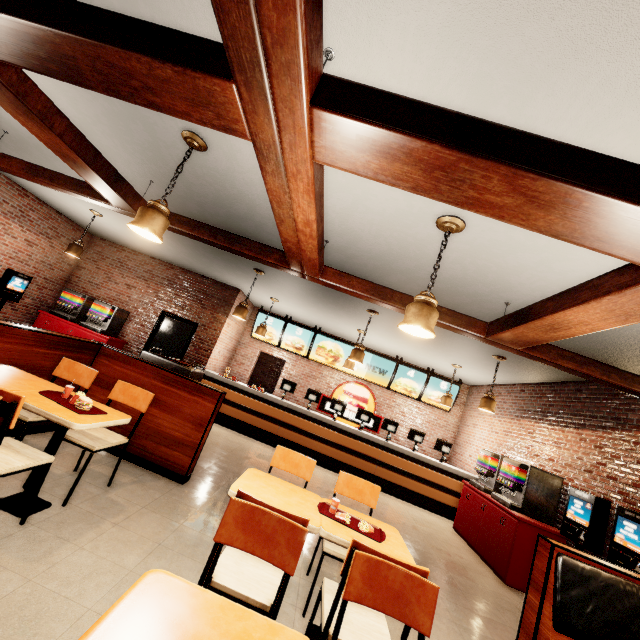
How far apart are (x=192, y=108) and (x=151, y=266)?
8.5m
